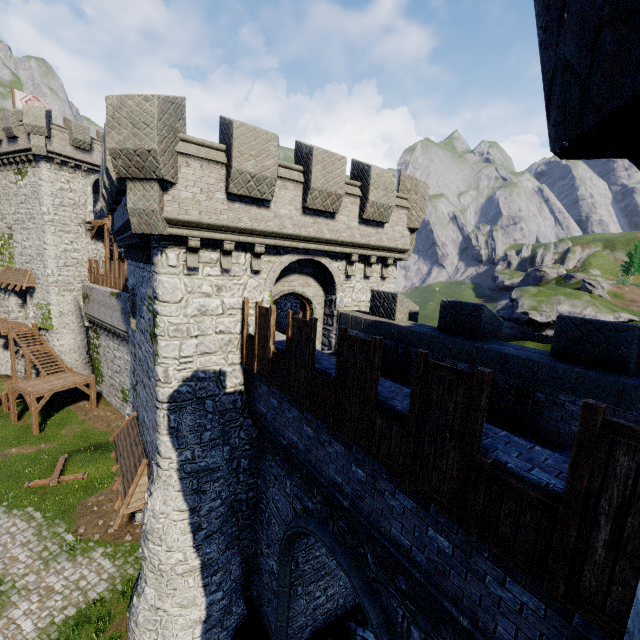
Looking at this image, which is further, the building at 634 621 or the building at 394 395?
the building at 394 395

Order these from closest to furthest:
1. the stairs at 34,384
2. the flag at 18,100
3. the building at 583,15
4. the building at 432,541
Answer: the building at 583,15
the building at 432,541
the stairs at 34,384
the flag at 18,100

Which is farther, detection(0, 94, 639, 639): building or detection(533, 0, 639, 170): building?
detection(0, 94, 639, 639): building

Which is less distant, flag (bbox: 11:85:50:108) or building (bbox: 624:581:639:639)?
building (bbox: 624:581:639:639)

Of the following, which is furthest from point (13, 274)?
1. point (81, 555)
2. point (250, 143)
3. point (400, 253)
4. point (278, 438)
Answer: point (400, 253)

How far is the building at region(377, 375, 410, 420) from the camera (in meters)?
5.57

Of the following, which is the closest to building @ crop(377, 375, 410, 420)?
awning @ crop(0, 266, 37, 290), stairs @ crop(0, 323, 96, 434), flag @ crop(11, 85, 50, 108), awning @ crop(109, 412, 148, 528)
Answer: awning @ crop(109, 412, 148, 528)
